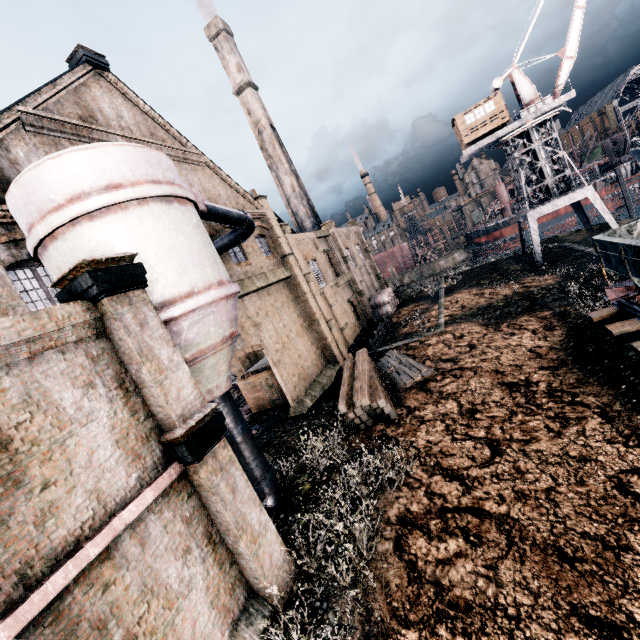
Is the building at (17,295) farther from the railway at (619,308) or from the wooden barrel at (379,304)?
the railway at (619,308)

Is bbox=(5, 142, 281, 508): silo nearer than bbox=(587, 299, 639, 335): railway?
Yes

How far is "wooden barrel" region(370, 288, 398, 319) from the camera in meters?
39.3 m

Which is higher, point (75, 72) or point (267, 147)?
point (267, 147)

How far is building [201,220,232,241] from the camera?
19.11m

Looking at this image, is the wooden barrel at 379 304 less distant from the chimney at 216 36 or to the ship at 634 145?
the chimney at 216 36

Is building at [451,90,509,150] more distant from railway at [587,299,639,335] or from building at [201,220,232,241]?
building at [201,220,232,241]

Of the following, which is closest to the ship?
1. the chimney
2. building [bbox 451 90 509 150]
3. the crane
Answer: the crane
